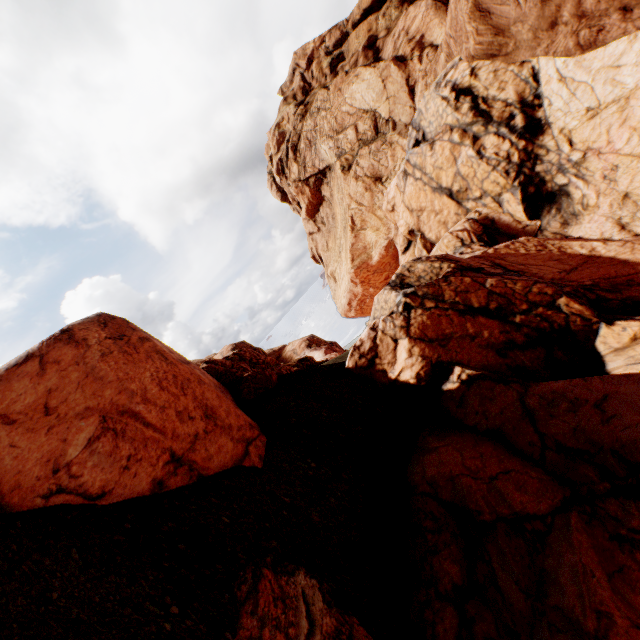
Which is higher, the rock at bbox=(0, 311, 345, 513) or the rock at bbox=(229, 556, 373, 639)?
the rock at bbox=(0, 311, 345, 513)

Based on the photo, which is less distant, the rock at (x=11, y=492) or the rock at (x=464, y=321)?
the rock at (x=464, y=321)

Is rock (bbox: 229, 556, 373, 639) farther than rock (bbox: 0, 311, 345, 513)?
No

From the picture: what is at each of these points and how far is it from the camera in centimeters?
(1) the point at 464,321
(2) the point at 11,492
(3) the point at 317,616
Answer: (1) rock, 888cm
(2) rock, 543cm
(3) rock, 477cm

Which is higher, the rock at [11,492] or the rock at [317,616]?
the rock at [11,492]
